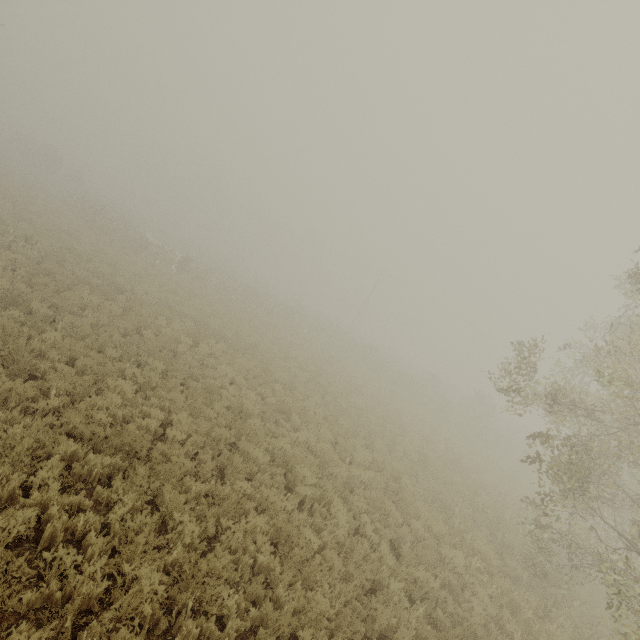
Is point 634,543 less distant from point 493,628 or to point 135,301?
point 493,628
